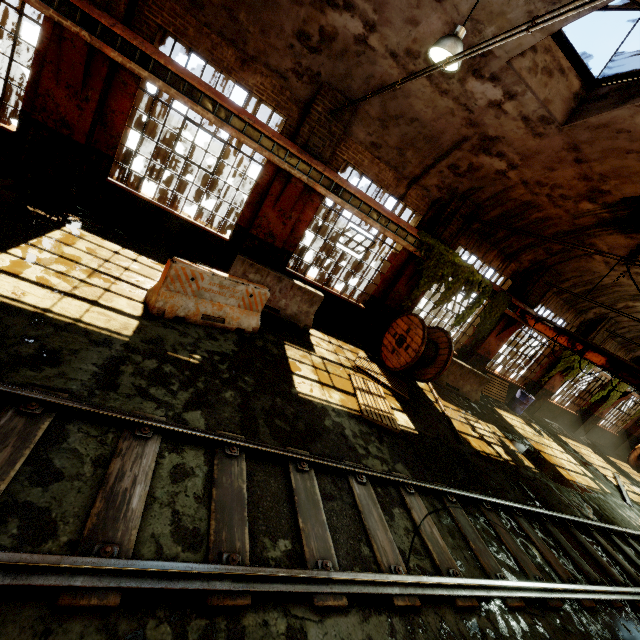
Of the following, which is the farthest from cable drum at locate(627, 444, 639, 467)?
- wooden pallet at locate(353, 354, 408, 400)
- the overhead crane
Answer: wooden pallet at locate(353, 354, 408, 400)

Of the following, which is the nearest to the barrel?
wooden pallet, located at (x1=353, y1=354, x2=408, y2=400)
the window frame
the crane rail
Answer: the crane rail

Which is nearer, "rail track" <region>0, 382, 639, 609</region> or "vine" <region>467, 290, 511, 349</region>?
"rail track" <region>0, 382, 639, 609</region>

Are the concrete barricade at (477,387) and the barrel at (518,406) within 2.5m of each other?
no

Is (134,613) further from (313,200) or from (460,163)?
(460,163)

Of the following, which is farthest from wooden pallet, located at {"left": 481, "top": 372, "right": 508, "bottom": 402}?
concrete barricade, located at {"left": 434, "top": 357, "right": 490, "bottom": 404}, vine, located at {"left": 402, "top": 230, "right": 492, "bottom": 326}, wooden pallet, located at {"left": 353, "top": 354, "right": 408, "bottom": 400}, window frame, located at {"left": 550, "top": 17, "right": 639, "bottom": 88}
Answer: window frame, located at {"left": 550, "top": 17, "right": 639, "bottom": 88}

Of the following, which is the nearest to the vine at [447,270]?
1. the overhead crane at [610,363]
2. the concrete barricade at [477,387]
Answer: the concrete barricade at [477,387]

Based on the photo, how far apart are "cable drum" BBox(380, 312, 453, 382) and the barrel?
6.9 meters
